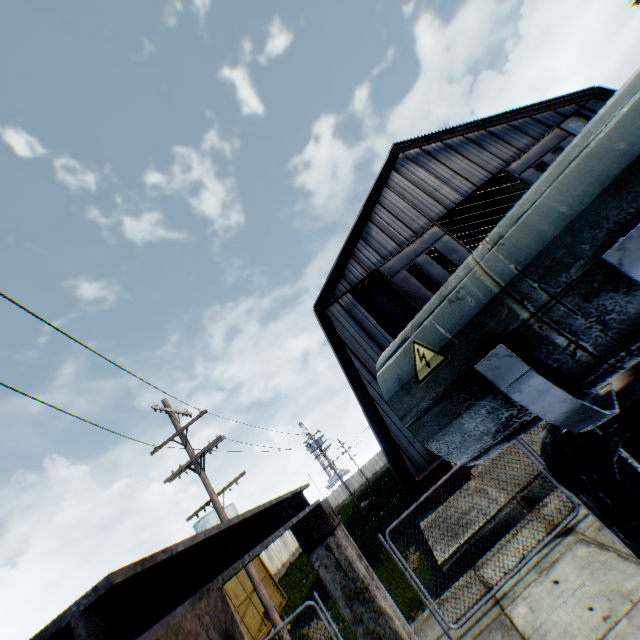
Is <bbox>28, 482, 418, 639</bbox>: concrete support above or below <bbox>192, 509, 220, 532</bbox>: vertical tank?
below

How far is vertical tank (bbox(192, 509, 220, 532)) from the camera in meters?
47.1 m

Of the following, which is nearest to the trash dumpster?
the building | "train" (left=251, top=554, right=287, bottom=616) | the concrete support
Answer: the building

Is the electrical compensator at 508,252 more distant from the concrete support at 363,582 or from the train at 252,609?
the train at 252,609

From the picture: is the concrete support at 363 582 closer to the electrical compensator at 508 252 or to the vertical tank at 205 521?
the electrical compensator at 508 252

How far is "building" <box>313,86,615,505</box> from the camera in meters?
15.9

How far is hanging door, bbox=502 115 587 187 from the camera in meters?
19.2

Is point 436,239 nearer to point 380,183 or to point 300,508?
point 380,183
